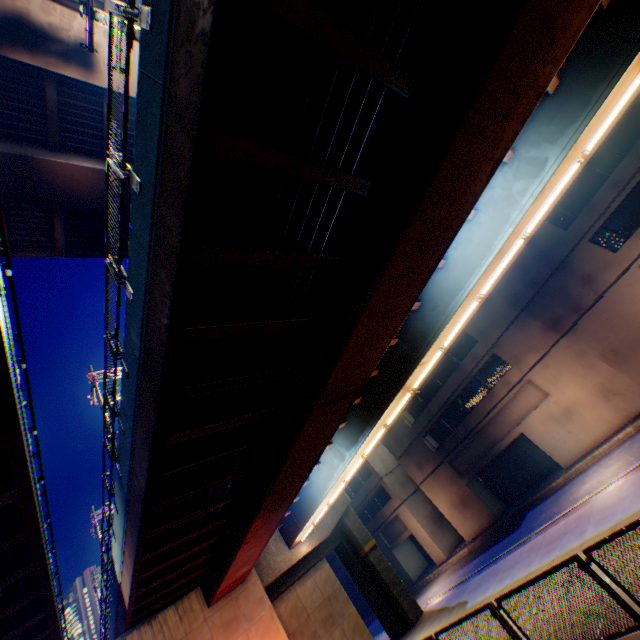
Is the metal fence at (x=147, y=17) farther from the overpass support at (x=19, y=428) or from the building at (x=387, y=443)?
the building at (x=387, y=443)

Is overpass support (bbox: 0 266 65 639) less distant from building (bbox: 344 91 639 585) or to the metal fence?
the metal fence

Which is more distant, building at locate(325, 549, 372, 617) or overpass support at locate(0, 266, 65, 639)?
building at locate(325, 549, 372, 617)

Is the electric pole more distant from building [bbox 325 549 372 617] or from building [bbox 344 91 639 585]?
building [bbox 325 549 372 617]

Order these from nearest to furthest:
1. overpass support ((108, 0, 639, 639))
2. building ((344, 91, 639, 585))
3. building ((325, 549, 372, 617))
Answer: overpass support ((108, 0, 639, 639))
building ((344, 91, 639, 585))
building ((325, 549, 372, 617))

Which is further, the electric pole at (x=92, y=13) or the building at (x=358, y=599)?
the building at (x=358, y=599)

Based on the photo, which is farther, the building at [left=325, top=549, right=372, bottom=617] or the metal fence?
the building at [left=325, top=549, right=372, bottom=617]

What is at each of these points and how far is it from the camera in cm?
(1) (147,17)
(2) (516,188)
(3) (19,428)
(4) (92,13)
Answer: (1) metal fence, 481
(2) overpass support, 927
(3) overpass support, 533
(4) electric pole, 908
